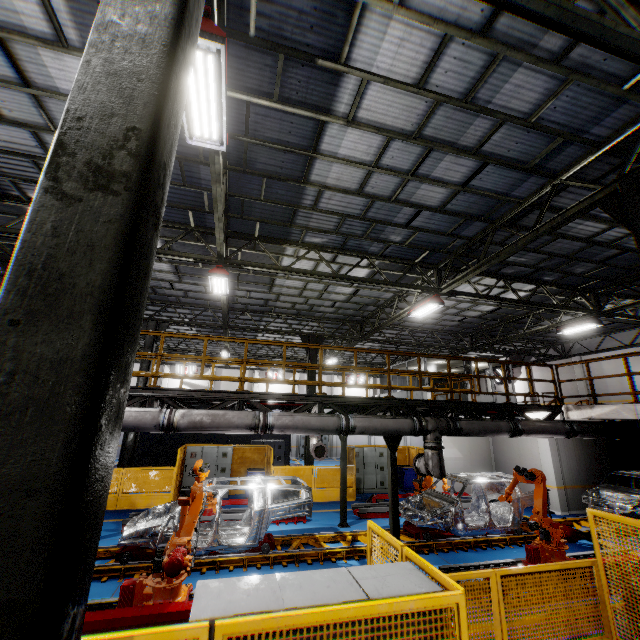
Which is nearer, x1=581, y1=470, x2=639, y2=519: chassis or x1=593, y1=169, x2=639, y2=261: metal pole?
x1=593, y1=169, x2=639, y2=261: metal pole

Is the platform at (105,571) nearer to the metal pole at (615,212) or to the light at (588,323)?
the metal pole at (615,212)

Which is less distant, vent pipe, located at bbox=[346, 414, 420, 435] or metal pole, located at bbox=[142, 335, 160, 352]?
vent pipe, located at bbox=[346, 414, 420, 435]

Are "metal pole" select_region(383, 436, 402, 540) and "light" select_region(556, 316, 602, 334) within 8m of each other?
no

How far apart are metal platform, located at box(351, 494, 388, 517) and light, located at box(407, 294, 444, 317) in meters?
7.5

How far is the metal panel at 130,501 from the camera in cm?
1280

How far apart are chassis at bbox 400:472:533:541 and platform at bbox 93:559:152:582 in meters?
0.0

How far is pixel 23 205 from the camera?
8.8 meters
